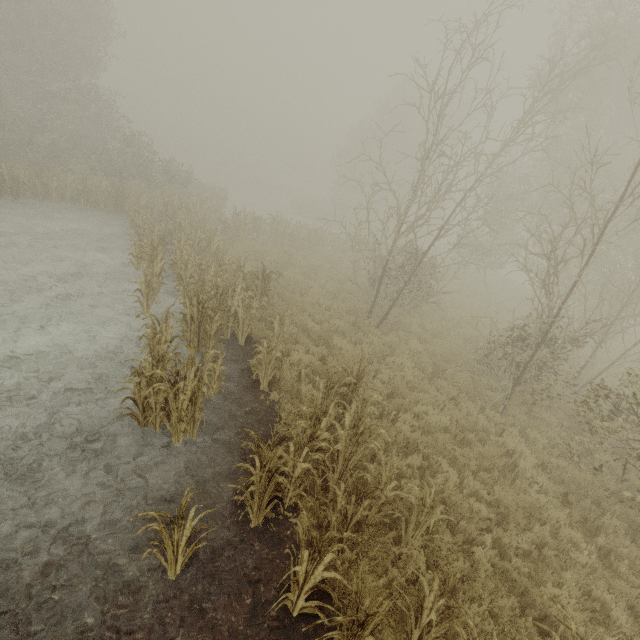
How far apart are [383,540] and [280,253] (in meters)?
16.73

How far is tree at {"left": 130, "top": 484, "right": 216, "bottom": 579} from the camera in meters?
3.5 m

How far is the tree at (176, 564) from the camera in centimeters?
353cm
